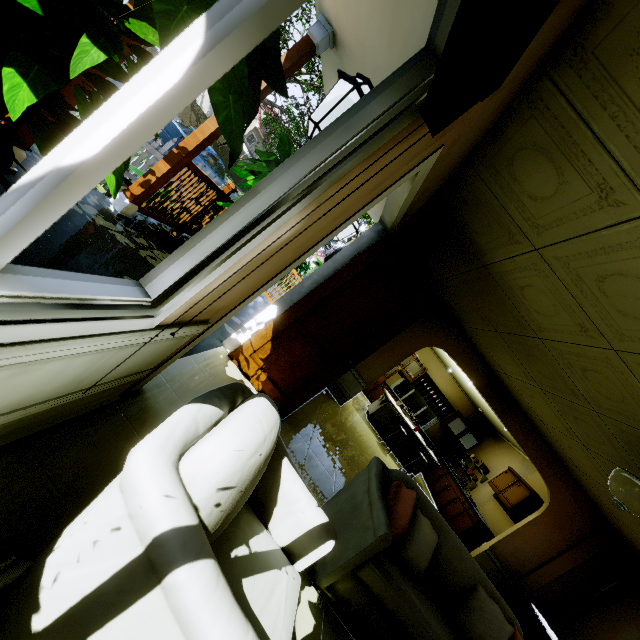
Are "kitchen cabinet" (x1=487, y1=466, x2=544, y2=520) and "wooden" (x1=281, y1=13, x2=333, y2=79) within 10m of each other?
yes

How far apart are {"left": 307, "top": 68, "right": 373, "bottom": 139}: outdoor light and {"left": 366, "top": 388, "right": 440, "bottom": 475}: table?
7.1m

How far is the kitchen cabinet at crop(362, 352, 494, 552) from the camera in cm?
734

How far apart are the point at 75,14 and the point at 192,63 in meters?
1.0

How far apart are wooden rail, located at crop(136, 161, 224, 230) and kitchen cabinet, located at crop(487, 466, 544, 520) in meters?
8.9

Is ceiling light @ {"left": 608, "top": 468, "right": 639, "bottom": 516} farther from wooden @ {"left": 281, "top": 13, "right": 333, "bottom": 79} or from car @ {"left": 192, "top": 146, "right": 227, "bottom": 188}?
car @ {"left": 192, "top": 146, "right": 227, "bottom": 188}

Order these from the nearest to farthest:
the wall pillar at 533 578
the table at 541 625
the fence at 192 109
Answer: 1. the table at 541 625
2. the wall pillar at 533 578
3. the fence at 192 109

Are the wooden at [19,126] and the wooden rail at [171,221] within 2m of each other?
yes
